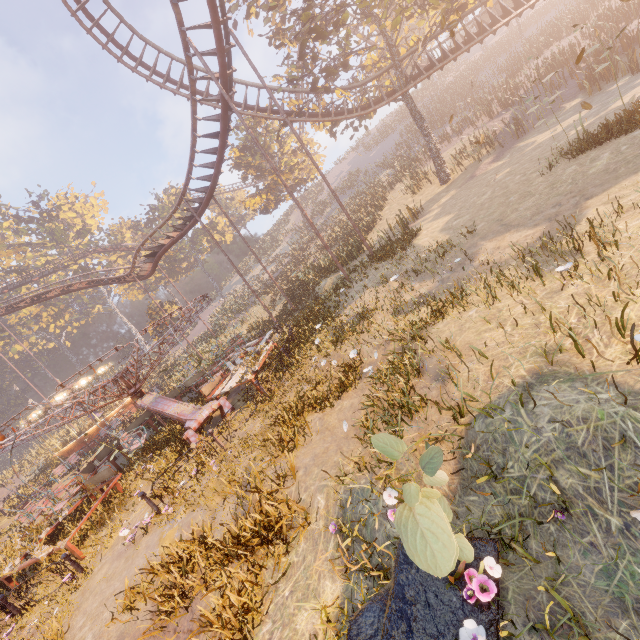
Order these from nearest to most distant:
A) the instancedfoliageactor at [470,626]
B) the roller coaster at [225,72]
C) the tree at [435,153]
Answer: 1. the instancedfoliageactor at [470,626]
2. the roller coaster at [225,72]
3. the tree at [435,153]

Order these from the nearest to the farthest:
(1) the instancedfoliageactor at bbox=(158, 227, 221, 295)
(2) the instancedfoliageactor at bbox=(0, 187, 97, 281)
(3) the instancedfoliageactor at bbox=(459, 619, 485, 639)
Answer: (3) the instancedfoliageactor at bbox=(459, 619, 485, 639) → (2) the instancedfoliageactor at bbox=(0, 187, 97, 281) → (1) the instancedfoliageactor at bbox=(158, 227, 221, 295)

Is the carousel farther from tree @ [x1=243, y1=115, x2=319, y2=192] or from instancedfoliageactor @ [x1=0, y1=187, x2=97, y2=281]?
instancedfoliageactor @ [x1=0, y1=187, x2=97, y2=281]

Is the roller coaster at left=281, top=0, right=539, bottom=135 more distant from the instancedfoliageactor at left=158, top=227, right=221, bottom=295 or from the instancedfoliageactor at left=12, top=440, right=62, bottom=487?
the instancedfoliageactor at left=158, top=227, right=221, bottom=295

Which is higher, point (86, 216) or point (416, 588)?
point (86, 216)

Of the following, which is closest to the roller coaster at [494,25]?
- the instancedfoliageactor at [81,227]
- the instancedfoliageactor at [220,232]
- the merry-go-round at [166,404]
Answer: the instancedfoliageactor at [220,232]

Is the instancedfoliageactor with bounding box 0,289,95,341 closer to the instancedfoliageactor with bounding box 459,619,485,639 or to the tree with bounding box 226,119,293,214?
the tree with bounding box 226,119,293,214

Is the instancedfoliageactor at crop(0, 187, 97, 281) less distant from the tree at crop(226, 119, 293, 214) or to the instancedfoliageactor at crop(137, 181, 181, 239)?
the instancedfoliageactor at crop(137, 181, 181, 239)
